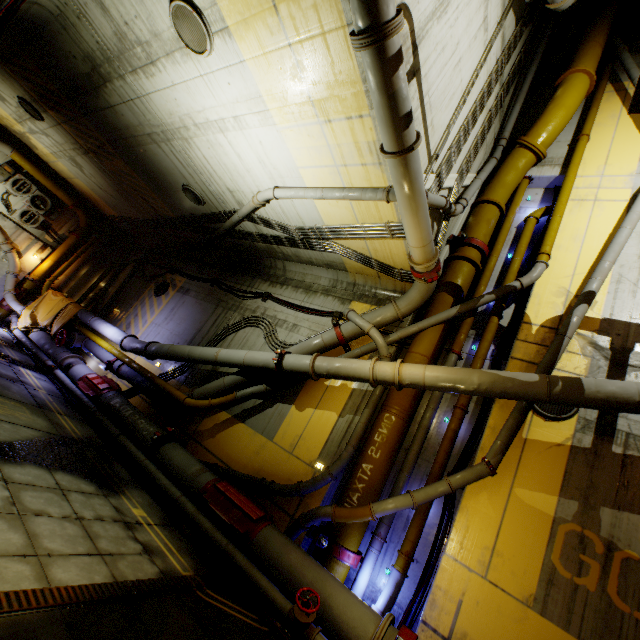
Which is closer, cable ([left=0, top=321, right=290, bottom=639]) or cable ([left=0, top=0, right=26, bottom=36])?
cable ([left=0, top=321, right=290, bottom=639])

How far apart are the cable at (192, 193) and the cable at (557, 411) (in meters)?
10.31

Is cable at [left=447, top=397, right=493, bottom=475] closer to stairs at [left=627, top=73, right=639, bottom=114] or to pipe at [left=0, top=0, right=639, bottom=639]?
pipe at [left=0, top=0, right=639, bottom=639]

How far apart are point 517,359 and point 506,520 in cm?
311

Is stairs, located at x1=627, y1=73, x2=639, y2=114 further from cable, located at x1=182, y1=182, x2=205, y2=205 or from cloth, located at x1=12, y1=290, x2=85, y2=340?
cloth, located at x1=12, y1=290, x2=85, y2=340

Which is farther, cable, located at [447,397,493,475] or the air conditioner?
the air conditioner

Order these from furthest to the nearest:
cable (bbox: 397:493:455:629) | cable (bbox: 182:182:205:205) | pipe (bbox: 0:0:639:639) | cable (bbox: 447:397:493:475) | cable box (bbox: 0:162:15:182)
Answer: cable box (bbox: 0:162:15:182) → cable (bbox: 182:182:205:205) → cable (bbox: 447:397:493:475) → cable (bbox: 397:493:455:629) → pipe (bbox: 0:0:639:639)

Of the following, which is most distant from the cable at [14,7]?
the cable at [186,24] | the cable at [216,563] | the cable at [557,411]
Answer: the cable at [557,411]
